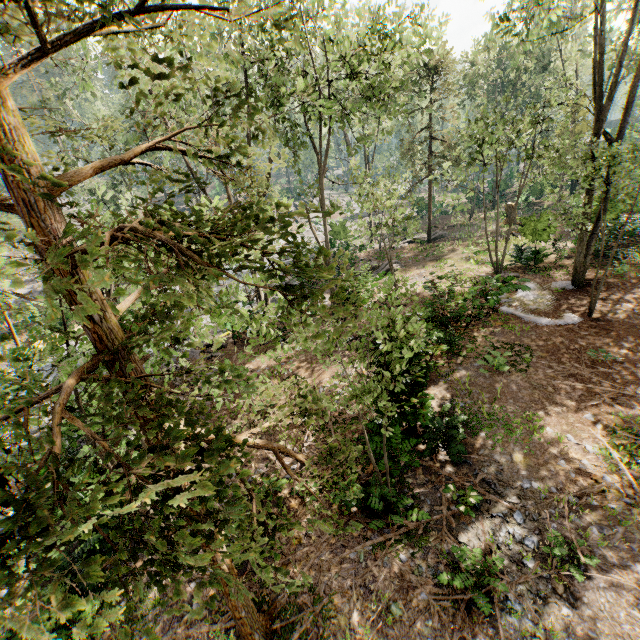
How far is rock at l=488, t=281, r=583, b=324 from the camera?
13.4 meters

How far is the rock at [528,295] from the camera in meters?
13.4 m

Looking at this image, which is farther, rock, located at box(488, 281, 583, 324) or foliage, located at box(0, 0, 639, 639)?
rock, located at box(488, 281, 583, 324)

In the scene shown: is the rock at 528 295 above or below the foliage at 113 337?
below

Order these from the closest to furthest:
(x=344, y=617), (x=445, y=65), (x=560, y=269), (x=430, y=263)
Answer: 1. (x=344, y=617)
2. (x=560, y=269)
3. (x=445, y=65)
4. (x=430, y=263)

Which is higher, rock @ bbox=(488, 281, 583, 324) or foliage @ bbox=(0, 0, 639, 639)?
foliage @ bbox=(0, 0, 639, 639)
